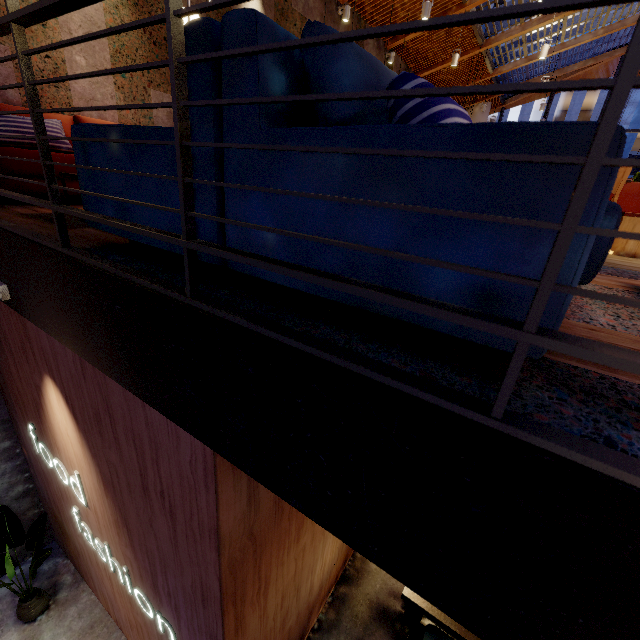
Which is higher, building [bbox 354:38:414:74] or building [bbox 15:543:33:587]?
building [bbox 354:38:414:74]

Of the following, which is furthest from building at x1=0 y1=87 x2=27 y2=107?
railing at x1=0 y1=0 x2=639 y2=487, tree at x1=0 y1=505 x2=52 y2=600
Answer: tree at x1=0 y1=505 x2=52 y2=600

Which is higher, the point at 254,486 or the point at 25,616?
the point at 254,486

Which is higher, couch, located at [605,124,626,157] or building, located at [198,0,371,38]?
building, located at [198,0,371,38]

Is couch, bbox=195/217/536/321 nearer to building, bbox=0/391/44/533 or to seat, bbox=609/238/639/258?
building, bbox=0/391/44/533

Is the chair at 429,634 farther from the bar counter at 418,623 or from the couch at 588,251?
the couch at 588,251

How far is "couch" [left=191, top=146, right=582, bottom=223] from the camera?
0.64m

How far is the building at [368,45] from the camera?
8.3m
